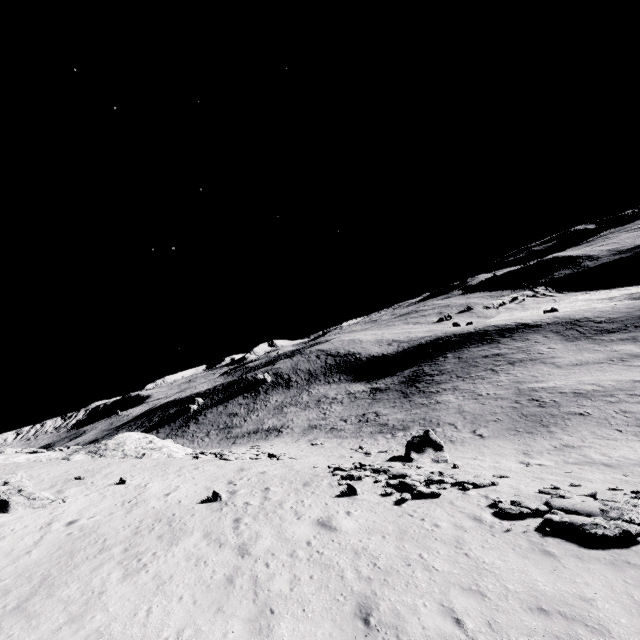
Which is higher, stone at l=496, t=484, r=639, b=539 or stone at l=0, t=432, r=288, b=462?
stone at l=0, t=432, r=288, b=462

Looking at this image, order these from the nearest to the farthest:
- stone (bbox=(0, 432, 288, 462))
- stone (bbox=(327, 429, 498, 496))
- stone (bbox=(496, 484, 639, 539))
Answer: stone (bbox=(496, 484, 639, 539)), stone (bbox=(327, 429, 498, 496)), stone (bbox=(0, 432, 288, 462))

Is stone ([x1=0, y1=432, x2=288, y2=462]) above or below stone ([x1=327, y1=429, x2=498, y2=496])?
above

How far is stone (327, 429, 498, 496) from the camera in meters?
15.6 m

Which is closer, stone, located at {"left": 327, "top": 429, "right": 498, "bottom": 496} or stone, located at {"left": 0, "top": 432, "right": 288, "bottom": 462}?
stone, located at {"left": 327, "top": 429, "right": 498, "bottom": 496}

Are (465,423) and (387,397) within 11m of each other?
no

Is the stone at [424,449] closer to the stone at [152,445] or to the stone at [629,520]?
the stone at [629,520]
